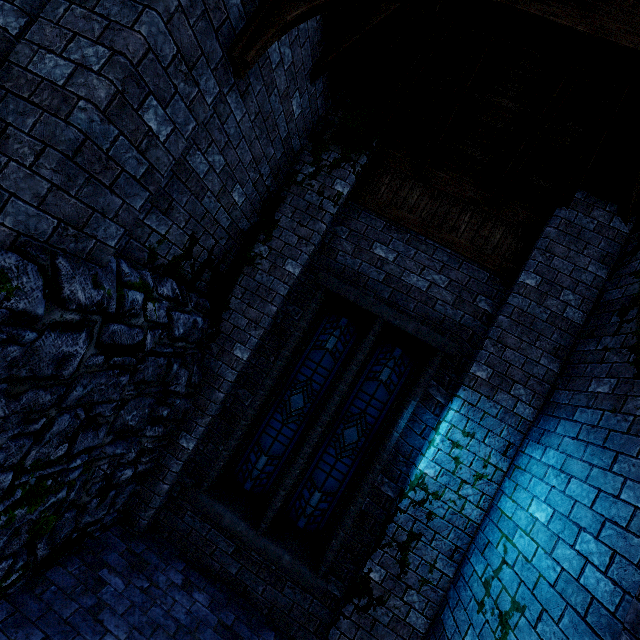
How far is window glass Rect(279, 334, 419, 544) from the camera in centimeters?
491cm

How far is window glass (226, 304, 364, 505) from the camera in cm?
507

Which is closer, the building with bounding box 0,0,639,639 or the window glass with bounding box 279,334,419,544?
the building with bounding box 0,0,639,639

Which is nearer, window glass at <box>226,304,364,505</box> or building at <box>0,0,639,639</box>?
building at <box>0,0,639,639</box>

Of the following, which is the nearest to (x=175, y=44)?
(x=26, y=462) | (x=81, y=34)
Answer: (x=81, y=34)

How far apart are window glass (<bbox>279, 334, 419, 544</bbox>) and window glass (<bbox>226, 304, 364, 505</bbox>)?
0.3 meters

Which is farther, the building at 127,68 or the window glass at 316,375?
the window glass at 316,375

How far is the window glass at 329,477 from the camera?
4.91m
